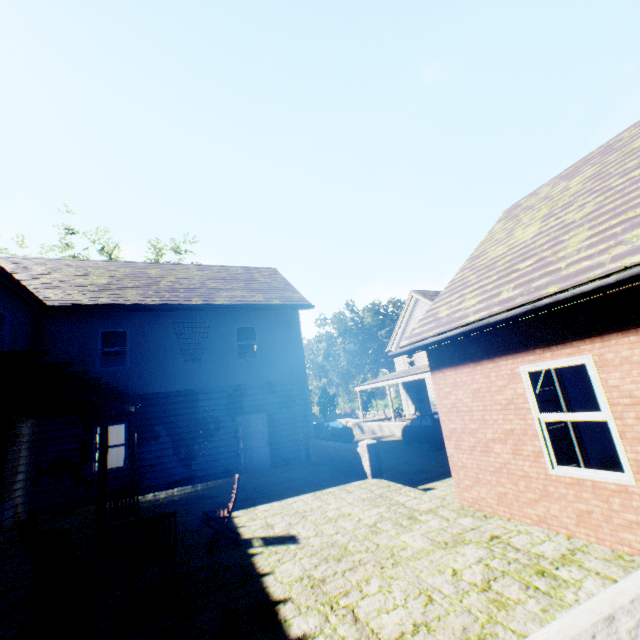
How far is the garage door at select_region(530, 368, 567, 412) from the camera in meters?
8.0 m

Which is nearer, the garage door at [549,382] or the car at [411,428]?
the garage door at [549,382]

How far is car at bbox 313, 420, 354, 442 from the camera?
19.69m

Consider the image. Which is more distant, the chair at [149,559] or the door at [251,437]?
the door at [251,437]

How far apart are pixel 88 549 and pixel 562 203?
12.45m

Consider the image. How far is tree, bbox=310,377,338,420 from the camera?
42.25m

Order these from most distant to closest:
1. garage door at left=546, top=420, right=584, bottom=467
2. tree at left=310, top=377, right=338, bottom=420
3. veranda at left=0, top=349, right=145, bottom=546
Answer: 1. tree at left=310, top=377, right=338, bottom=420
2. garage door at left=546, top=420, right=584, bottom=467
3. veranda at left=0, top=349, right=145, bottom=546

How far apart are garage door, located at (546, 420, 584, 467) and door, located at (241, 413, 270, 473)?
8.1 meters
